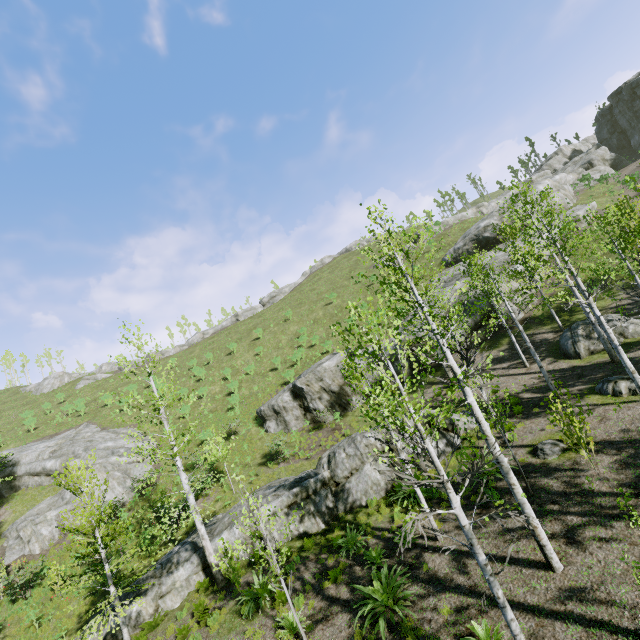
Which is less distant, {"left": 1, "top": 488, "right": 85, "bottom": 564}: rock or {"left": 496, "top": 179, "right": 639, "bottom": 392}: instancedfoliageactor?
{"left": 496, "top": 179, "right": 639, "bottom": 392}: instancedfoliageactor

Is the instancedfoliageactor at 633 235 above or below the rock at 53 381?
below

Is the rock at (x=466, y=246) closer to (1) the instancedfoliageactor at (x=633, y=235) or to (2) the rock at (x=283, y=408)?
(2) the rock at (x=283, y=408)

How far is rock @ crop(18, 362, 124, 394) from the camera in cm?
5003

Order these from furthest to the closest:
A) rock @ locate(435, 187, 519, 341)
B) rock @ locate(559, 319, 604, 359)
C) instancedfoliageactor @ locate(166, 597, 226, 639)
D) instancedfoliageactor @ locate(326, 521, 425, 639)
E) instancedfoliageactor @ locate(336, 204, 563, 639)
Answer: rock @ locate(435, 187, 519, 341) < rock @ locate(559, 319, 604, 359) < instancedfoliageactor @ locate(166, 597, 226, 639) < instancedfoliageactor @ locate(326, 521, 425, 639) < instancedfoliageactor @ locate(336, 204, 563, 639)

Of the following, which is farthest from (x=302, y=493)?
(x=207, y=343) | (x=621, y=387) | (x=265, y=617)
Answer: (x=207, y=343)

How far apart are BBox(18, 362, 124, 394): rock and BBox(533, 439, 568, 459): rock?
64.1m

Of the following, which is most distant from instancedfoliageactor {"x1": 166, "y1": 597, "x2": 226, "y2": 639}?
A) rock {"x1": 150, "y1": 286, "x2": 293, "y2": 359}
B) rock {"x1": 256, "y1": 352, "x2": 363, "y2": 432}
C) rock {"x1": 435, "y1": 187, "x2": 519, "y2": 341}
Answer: rock {"x1": 150, "y1": 286, "x2": 293, "y2": 359}
